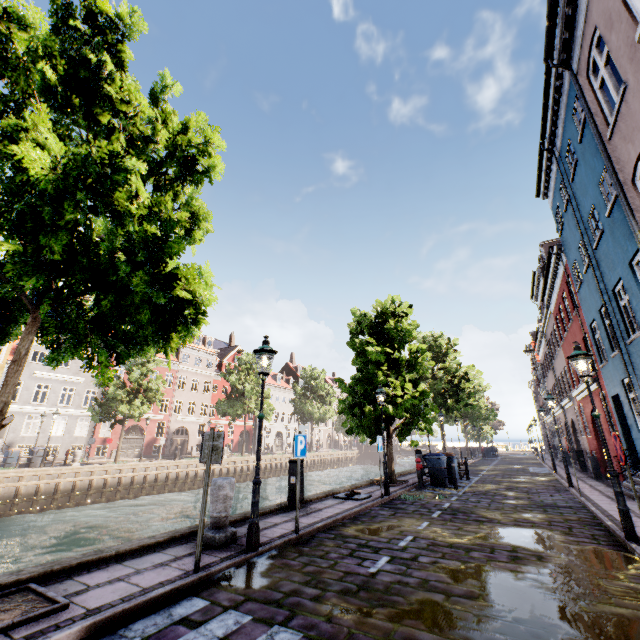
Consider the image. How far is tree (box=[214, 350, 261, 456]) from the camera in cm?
3528

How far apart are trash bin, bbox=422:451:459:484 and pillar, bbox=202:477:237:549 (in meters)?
11.01

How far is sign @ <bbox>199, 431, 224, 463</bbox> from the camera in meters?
5.1 m

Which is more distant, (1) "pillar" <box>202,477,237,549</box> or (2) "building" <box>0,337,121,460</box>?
(2) "building" <box>0,337,121,460</box>

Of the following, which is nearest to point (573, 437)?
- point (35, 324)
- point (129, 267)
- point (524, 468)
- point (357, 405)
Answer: point (524, 468)

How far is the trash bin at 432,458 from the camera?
14.4m

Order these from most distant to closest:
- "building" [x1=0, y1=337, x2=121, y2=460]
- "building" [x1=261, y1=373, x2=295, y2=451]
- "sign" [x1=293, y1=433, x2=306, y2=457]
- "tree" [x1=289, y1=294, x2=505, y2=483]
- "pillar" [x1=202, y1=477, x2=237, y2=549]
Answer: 1. "building" [x1=261, y1=373, x2=295, y2=451]
2. "building" [x1=0, y1=337, x2=121, y2=460]
3. "tree" [x1=289, y1=294, x2=505, y2=483]
4. "sign" [x1=293, y1=433, x2=306, y2=457]
5. "pillar" [x1=202, y1=477, x2=237, y2=549]

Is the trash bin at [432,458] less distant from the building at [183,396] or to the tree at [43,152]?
the tree at [43,152]
